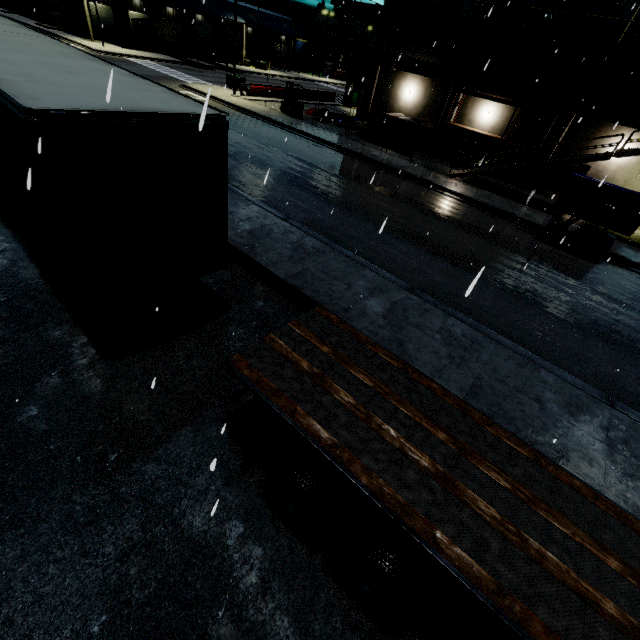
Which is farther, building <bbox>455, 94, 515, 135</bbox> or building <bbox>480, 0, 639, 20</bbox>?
building <bbox>455, 94, 515, 135</bbox>

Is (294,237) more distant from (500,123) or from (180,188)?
(500,123)

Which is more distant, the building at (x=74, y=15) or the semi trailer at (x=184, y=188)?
the building at (x=74, y=15)

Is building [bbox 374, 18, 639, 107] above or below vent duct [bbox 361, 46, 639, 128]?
above

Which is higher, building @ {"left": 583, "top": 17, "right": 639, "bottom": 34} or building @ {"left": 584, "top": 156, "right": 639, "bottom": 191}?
building @ {"left": 583, "top": 17, "right": 639, "bottom": 34}

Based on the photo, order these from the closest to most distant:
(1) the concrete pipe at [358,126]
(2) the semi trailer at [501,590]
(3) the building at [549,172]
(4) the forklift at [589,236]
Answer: (2) the semi trailer at [501,590]
(4) the forklift at [589,236]
(3) the building at [549,172]
(1) the concrete pipe at [358,126]

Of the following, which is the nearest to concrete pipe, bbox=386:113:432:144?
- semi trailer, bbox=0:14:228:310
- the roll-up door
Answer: semi trailer, bbox=0:14:228:310

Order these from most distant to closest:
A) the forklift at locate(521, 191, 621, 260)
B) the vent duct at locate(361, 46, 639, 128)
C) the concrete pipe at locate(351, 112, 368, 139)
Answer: the concrete pipe at locate(351, 112, 368, 139) < the vent duct at locate(361, 46, 639, 128) < the forklift at locate(521, 191, 621, 260)
